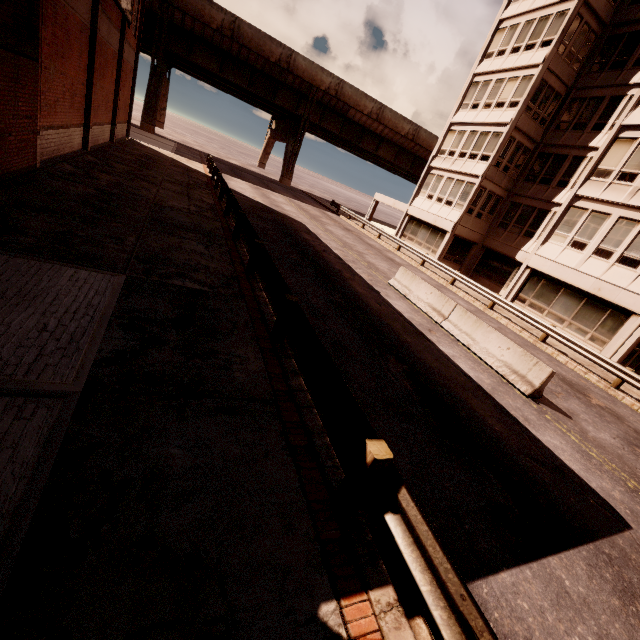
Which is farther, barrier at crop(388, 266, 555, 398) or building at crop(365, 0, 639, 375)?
building at crop(365, 0, 639, 375)

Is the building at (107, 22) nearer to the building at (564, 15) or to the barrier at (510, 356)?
the barrier at (510, 356)

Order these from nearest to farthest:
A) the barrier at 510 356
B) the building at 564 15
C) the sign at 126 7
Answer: the barrier at 510 356 < the sign at 126 7 < the building at 564 15

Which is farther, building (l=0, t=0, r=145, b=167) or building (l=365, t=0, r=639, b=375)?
building (l=365, t=0, r=639, b=375)

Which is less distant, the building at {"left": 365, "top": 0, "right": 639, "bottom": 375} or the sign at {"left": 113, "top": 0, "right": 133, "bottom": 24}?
the sign at {"left": 113, "top": 0, "right": 133, "bottom": 24}

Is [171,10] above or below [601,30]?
below

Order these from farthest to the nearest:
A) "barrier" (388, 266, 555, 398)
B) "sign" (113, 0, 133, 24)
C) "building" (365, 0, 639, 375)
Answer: "building" (365, 0, 639, 375) → "sign" (113, 0, 133, 24) → "barrier" (388, 266, 555, 398)

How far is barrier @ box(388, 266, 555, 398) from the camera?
9.3m
